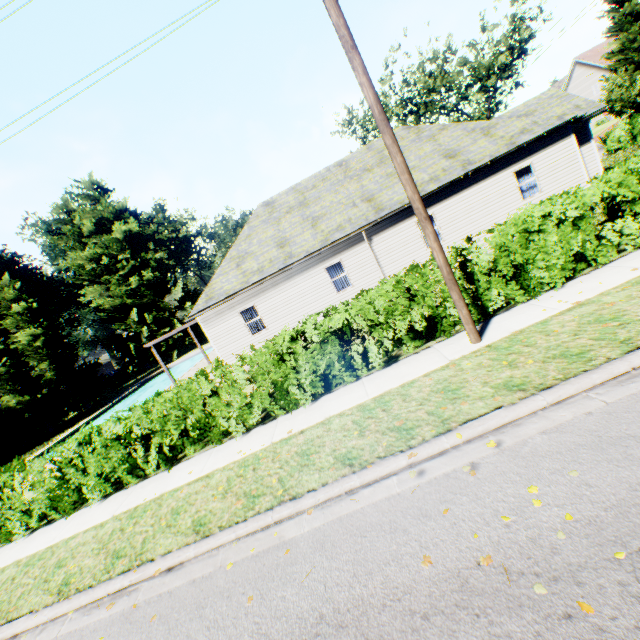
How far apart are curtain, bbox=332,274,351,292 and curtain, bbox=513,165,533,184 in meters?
9.0 m

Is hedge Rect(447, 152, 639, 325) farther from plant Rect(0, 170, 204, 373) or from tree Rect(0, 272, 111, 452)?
plant Rect(0, 170, 204, 373)

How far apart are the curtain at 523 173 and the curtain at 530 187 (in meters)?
0.08

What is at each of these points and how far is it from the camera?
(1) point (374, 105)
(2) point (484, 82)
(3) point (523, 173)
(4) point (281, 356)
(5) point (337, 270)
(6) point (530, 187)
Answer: (1) power line pole, 5.6 meters
(2) tree, 33.8 meters
(3) curtain, 15.5 meters
(4) hedge, 7.6 meters
(5) curtain, 16.6 meters
(6) curtain, 15.7 meters

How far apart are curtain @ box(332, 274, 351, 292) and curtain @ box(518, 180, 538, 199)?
9.01m

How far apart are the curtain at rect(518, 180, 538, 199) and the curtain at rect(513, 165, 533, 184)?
0.08m

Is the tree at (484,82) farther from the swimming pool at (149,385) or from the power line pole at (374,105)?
the power line pole at (374,105)

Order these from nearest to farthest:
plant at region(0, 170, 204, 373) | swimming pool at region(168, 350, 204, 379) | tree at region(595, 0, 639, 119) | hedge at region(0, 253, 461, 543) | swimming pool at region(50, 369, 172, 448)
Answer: hedge at region(0, 253, 461, 543)
swimming pool at region(50, 369, 172, 448)
tree at region(595, 0, 639, 119)
swimming pool at region(168, 350, 204, 379)
plant at region(0, 170, 204, 373)
